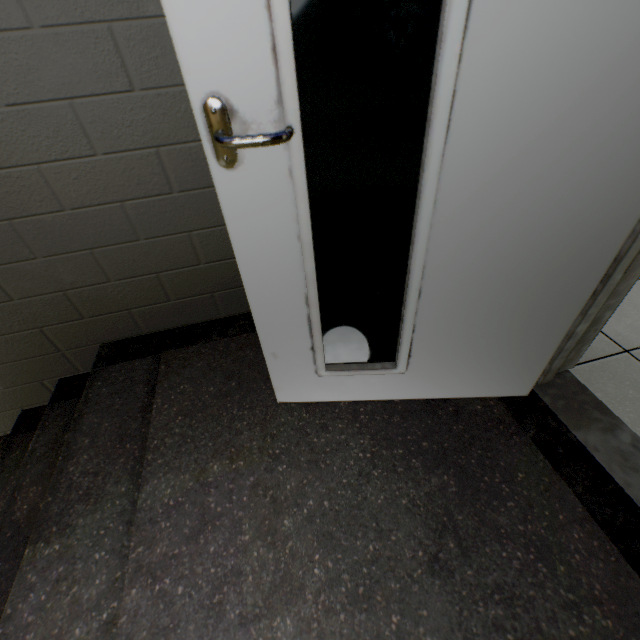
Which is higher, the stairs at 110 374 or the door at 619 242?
the door at 619 242

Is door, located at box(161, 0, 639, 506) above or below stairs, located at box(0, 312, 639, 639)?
above

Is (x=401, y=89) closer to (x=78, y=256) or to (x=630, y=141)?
(x=630, y=141)
